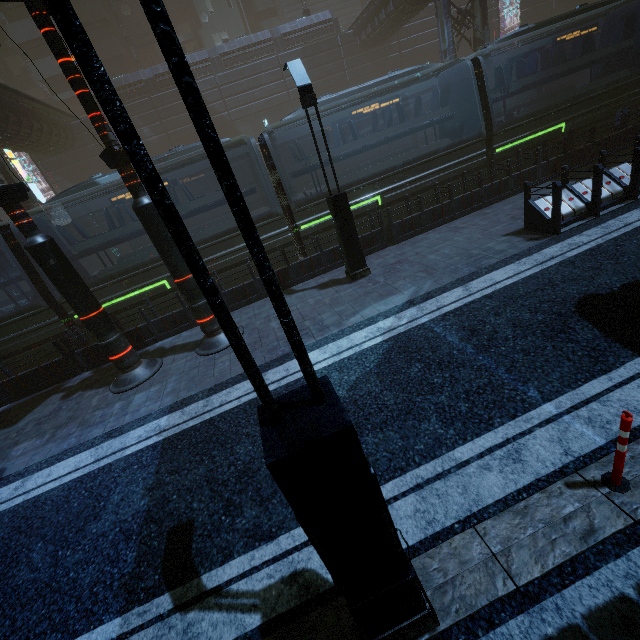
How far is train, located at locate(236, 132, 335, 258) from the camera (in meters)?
11.11

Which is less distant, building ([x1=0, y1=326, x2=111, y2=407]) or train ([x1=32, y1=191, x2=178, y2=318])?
building ([x1=0, y1=326, x2=111, y2=407])

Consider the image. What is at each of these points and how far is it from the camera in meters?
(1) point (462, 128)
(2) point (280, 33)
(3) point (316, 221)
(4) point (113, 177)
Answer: →
(1) train, 12.9 m
(2) building, 29.0 m
(3) train, 11.7 m
(4) train, 10.5 m

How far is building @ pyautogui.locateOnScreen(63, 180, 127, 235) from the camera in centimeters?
2948cm

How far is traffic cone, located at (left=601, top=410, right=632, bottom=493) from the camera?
2.8 meters

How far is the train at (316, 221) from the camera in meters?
11.1

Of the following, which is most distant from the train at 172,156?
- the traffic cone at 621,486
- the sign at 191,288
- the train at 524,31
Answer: the traffic cone at 621,486

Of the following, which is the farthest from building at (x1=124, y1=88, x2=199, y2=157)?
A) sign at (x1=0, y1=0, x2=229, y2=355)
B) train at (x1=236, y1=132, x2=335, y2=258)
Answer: sign at (x1=0, y1=0, x2=229, y2=355)
